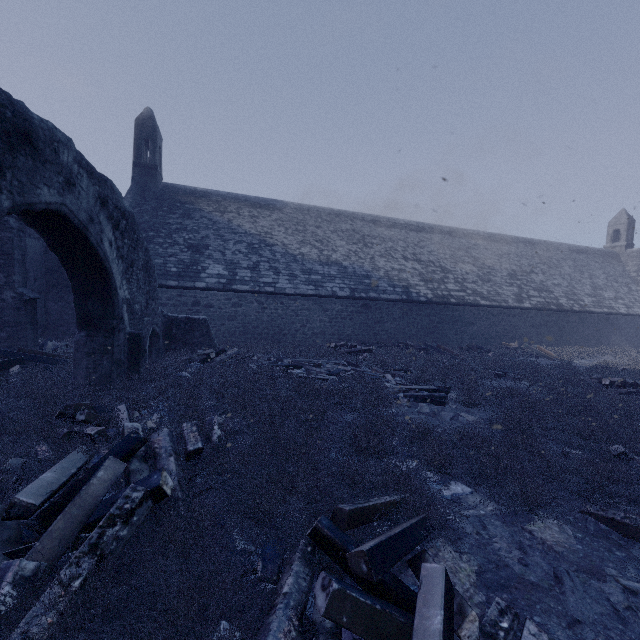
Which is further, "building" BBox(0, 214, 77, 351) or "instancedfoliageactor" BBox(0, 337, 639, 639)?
"building" BBox(0, 214, 77, 351)

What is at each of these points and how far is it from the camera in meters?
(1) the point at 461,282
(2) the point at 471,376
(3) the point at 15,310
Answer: (1) building, 20.1
(2) instancedfoliageactor, 10.2
(3) building, 9.1

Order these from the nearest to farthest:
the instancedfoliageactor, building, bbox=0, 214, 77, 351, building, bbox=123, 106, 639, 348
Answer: the instancedfoliageactor, building, bbox=0, 214, 77, 351, building, bbox=123, 106, 639, 348

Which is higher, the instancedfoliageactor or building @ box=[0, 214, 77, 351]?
building @ box=[0, 214, 77, 351]

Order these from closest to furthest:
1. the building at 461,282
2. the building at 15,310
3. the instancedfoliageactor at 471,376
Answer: the instancedfoliageactor at 471,376 → the building at 15,310 → the building at 461,282

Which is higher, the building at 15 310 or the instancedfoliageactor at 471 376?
the building at 15 310

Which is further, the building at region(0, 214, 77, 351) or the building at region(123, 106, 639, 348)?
the building at region(123, 106, 639, 348)
